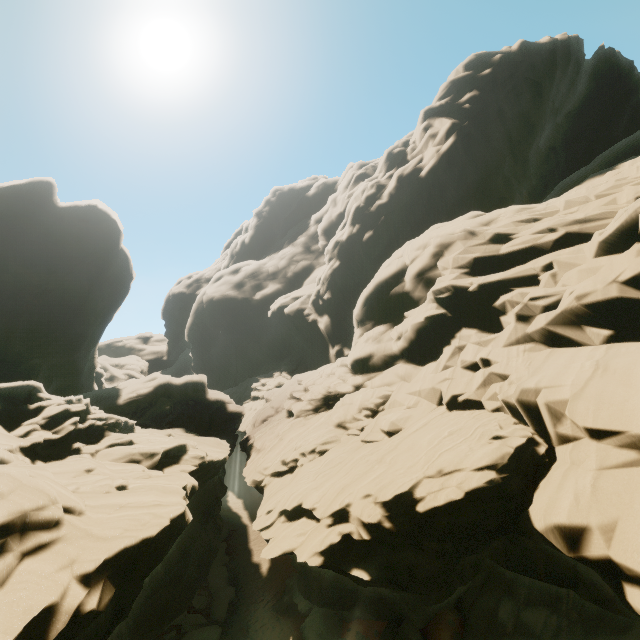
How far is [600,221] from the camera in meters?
15.7 m
